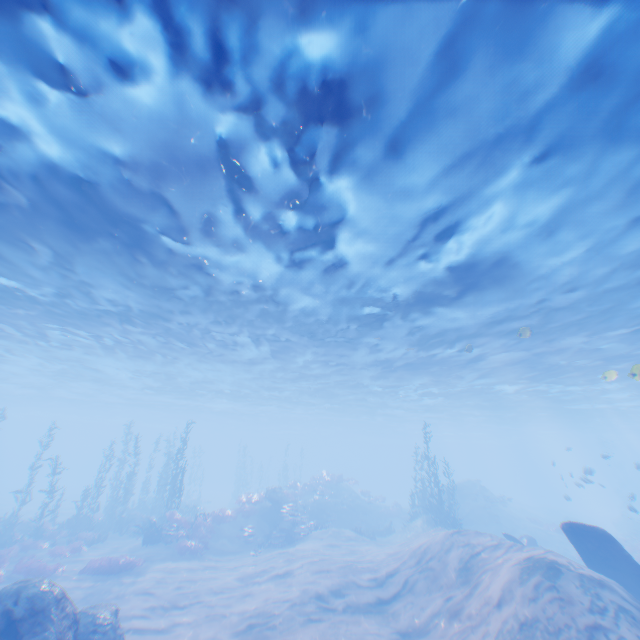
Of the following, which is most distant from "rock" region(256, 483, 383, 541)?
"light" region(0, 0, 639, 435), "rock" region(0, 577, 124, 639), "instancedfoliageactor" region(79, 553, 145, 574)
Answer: "rock" region(0, 577, 124, 639)

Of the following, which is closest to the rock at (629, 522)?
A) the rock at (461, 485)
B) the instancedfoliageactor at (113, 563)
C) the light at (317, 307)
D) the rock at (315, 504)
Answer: the rock at (461, 485)

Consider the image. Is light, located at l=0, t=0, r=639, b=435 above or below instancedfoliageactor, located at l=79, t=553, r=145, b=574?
above

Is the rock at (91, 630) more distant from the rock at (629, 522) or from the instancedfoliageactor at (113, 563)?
the rock at (629, 522)

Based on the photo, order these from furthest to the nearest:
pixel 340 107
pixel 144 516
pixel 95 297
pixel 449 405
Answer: pixel 449 405, pixel 144 516, pixel 95 297, pixel 340 107

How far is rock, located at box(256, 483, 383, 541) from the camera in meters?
23.3

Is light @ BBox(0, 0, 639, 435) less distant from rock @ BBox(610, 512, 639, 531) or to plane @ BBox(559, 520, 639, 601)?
plane @ BBox(559, 520, 639, 601)

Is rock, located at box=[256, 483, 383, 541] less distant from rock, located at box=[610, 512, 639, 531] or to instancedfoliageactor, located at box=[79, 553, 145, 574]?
instancedfoliageactor, located at box=[79, 553, 145, 574]
